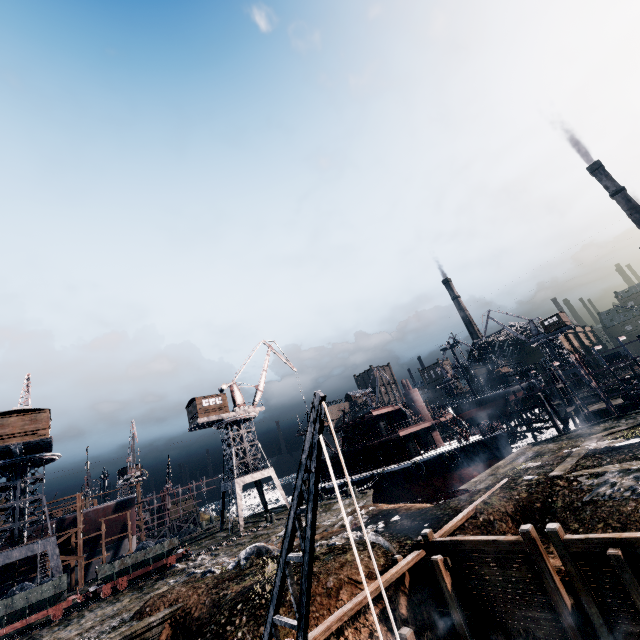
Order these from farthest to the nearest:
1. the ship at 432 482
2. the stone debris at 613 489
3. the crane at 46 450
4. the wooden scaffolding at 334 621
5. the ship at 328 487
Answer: the ship at 328 487
the ship at 432 482
the crane at 46 450
the stone debris at 613 489
the wooden scaffolding at 334 621

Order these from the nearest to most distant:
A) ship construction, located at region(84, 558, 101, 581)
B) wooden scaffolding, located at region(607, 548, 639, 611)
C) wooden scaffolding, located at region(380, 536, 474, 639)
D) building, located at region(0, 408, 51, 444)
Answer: wooden scaffolding, located at region(607, 548, 639, 611) < wooden scaffolding, located at region(380, 536, 474, 639) < building, located at region(0, 408, 51, 444) < ship construction, located at region(84, 558, 101, 581)

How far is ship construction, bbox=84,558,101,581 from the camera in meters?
40.3 m

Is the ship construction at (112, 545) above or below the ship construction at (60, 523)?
below

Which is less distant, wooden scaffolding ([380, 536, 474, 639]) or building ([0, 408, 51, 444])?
wooden scaffolding ([380, 536, 474, 639])

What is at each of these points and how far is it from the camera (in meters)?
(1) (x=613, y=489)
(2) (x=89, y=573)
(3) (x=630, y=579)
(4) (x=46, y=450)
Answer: (1) stone debris, 14.28
(2) ship construction, 40.59
(3) wooden scaffolding, 8.98
(4) crane, 36.31

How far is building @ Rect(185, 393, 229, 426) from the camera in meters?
43.8 m

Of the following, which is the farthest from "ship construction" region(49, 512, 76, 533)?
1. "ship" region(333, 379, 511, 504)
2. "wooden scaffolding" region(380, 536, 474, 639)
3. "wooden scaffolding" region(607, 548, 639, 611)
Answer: "wooden scaffolding" region(607, 548, 639, 611)
